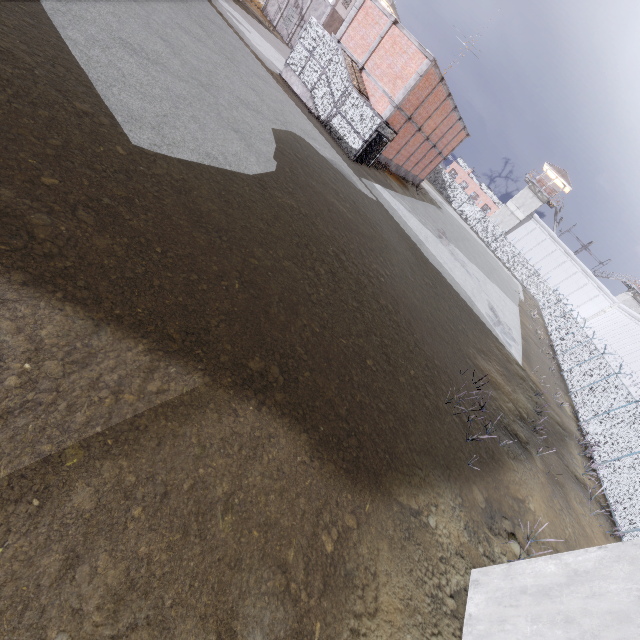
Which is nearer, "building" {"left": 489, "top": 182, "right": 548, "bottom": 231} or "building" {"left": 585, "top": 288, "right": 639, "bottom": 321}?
"building" {"left": 585, "top": 288, "right": 639, "bottom": 321}

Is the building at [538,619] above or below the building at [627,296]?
below

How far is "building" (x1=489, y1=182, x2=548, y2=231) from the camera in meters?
54.2 m

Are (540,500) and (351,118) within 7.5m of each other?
no

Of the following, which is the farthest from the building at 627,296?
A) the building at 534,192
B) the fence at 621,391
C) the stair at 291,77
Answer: the stair at 291,77

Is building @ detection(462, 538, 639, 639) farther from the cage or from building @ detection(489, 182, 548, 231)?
building @ detection(489, 182, 548, 231)

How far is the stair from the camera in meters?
22.0 m

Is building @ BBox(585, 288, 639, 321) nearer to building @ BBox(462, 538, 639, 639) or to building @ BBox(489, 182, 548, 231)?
building @ BBox(489, 182, 548, 231)
